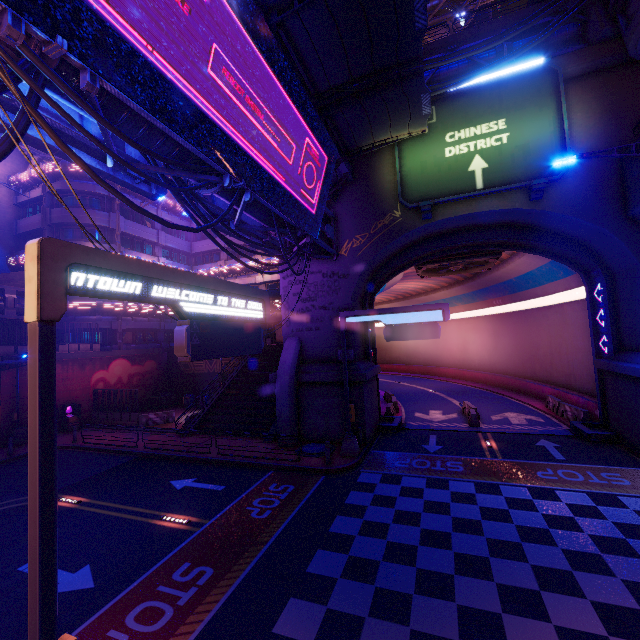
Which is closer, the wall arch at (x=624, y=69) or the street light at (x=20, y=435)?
the wall arch at (x=624, y=69)

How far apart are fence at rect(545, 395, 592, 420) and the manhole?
14.6 meters

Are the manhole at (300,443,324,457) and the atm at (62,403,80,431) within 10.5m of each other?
no

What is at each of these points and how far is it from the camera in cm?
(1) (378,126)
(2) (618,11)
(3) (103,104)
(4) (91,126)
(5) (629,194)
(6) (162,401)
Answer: (1) awning, 1503
(2) building, 1348
(3) pipe, 662
(4) sign, 819
(5) walkway, 1403
(6) generator, 3116

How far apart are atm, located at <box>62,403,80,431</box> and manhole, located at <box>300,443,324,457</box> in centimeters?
1902cm

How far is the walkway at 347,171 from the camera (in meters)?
16.63

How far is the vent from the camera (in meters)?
21.50

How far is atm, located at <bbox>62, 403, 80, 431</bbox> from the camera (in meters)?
24.23
